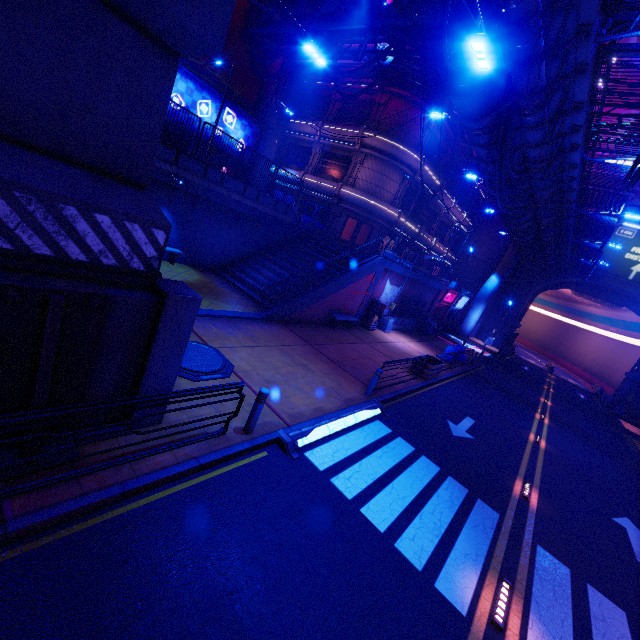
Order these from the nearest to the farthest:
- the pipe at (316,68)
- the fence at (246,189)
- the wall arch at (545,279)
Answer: the fence at (246,189), the pipe at (316,68), the wall arch at (545,279)

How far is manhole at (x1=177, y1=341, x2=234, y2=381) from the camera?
8.1 meters

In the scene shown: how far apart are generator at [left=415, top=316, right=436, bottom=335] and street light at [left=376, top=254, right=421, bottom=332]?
5.7m

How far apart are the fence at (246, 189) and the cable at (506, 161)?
11.0m

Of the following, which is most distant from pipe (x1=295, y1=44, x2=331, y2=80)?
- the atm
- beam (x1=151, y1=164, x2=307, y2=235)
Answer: the atm

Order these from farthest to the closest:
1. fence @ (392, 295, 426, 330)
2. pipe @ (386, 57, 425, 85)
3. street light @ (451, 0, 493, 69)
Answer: fence @ (392, 295, 426, 330) < pipe @ (386, 57, 425, 85) < street light @ (451, 0, 493, 69)

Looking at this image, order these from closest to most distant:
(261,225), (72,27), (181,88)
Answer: (72,27), (181,88), (261,225)

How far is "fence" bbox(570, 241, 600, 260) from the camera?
27.01m
